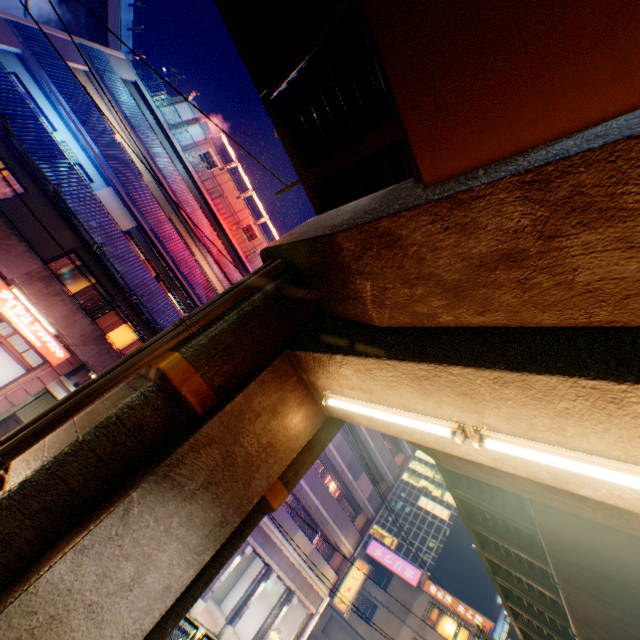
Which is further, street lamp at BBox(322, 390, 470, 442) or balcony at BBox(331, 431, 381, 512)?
balcony at BBox(331, 431, 381, 512)

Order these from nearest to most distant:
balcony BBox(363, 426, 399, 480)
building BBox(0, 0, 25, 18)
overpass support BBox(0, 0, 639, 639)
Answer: overpass support BBox(0, 0, 639, 639) < building BBox(0, 0, 25, 18) < balcony BBox(363, 426, 399, 480)

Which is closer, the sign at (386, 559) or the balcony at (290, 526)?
the balcony at (290, 526)

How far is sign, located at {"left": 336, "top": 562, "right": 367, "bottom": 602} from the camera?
22.2m

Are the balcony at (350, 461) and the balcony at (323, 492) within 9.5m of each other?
yes

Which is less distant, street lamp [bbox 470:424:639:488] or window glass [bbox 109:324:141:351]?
street lamp [bbox 470:424:639:488]

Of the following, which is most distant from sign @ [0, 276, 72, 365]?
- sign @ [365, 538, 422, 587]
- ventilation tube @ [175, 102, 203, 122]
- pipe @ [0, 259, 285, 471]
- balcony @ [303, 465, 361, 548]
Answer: sign @ [365, 538, 422, 587]

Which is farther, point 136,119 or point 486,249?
point 136,119
